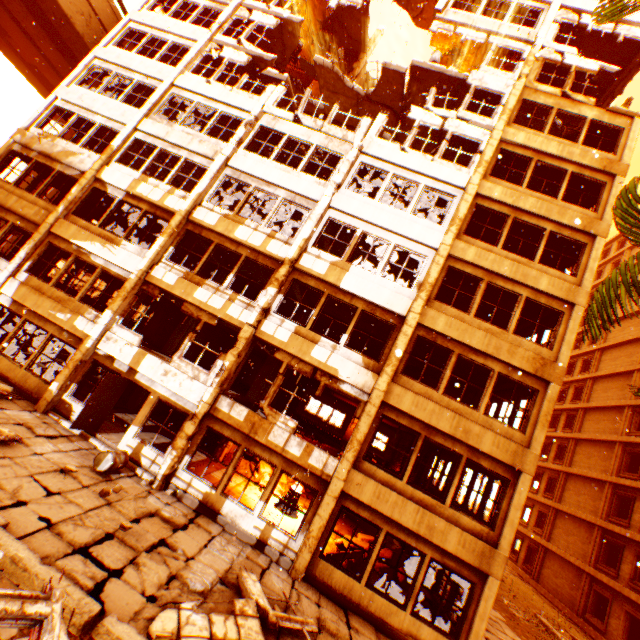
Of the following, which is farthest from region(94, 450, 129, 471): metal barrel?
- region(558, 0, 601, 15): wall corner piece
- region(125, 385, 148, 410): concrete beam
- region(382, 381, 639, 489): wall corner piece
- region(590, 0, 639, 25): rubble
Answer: region(558, 0, 601, 15): wall corner piece

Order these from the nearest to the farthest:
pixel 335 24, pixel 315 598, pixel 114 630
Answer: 1. pixel 114 630
2. pixel 315 598
3. pixel 335 24

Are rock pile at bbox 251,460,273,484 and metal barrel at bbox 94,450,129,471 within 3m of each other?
no

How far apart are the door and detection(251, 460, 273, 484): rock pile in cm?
557

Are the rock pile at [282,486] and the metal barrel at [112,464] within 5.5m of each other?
no

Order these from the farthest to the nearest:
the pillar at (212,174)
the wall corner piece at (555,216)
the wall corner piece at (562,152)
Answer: the wall corner piece at (562,152)
the wall corner piece at (555,216)
the pillar at (212,174)

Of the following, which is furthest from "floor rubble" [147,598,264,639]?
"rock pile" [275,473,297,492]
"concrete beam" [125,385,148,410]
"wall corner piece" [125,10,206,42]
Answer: "rock pile" [275,473,297,492]

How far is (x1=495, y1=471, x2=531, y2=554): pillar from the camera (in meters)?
9.20
